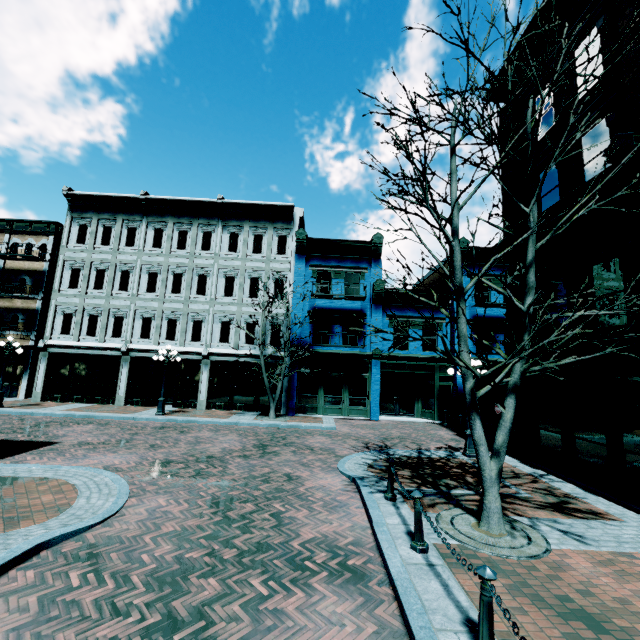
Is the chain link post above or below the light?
above

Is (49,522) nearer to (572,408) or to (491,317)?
(572,408)

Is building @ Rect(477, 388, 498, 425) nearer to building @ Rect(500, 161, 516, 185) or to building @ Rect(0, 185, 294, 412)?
building @ Rect(0, 185, 294, 412)

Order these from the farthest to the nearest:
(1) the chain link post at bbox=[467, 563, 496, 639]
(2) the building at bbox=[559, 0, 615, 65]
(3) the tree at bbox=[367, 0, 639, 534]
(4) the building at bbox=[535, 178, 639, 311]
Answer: (2) the building at bbox=[559, 0, 615, 65] → (4) the building at bbox=[535, 178, 639, 311] → (3) the tree at bbox=[367, 0, 639, 534] → (1) the chain link post at bbox=[467, 563, 496, 639]

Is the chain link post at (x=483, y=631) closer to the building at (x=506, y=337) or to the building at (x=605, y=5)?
the building at (x=605, y=5)

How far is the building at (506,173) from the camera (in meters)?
12.38

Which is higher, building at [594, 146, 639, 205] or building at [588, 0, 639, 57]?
building at [588, 0, 639, 57]

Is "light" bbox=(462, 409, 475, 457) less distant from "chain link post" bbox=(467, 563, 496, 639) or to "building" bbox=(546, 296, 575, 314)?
"building" bbox=(546, 296, 575, 314)
